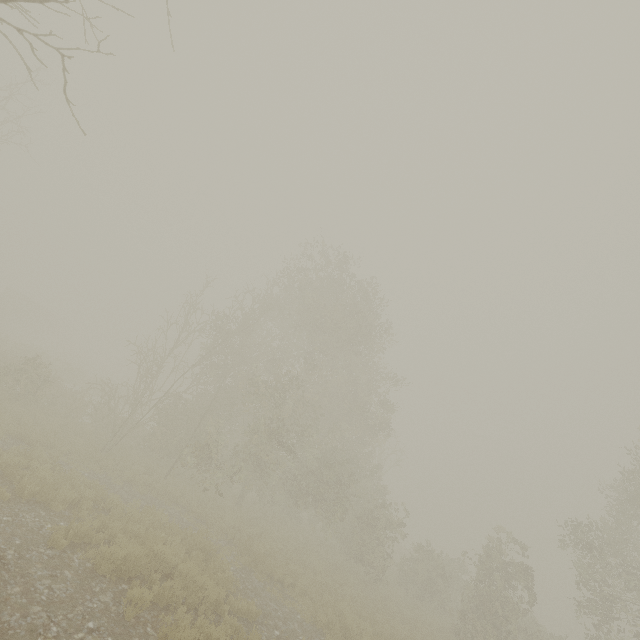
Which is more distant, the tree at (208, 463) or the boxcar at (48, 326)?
the boxcar at (48, 326)

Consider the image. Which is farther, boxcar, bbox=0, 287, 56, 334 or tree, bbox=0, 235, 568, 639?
boxcar, bbox=0, 287, 56, 334

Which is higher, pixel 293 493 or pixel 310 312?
pixel 310 312
